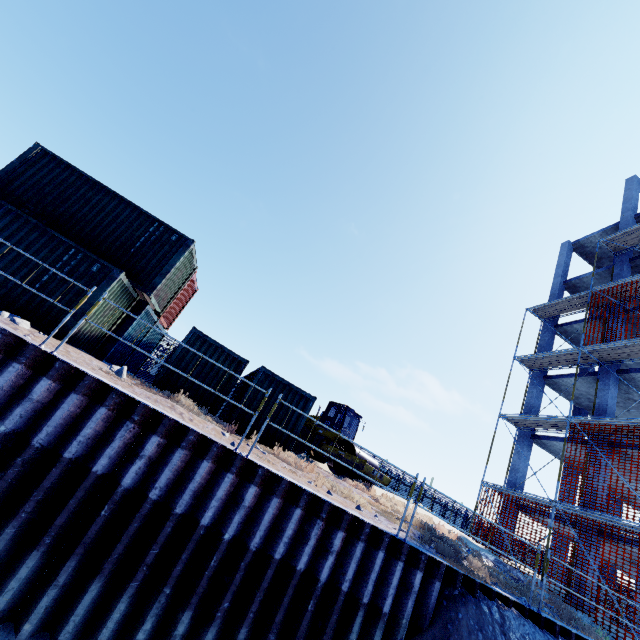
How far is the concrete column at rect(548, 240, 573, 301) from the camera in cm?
2338

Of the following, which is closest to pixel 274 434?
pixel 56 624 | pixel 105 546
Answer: pixel 105 546

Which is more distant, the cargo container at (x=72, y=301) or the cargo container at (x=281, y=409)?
the cargo container at (x=281, y=409)

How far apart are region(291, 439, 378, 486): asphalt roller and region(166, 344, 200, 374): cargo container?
5.77m

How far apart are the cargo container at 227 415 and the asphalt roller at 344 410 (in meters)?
3.80

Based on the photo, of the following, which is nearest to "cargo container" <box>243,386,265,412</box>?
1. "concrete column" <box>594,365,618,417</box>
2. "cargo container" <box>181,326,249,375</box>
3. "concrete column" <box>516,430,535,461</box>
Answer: "cargo container" <box>181,326,249,375</box>

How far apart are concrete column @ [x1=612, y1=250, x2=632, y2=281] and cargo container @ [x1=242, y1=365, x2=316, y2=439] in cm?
1965

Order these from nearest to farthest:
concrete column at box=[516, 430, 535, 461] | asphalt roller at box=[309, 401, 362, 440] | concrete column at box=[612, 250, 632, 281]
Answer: asphalt roller at box=[309, 401, 362, 440], concrete column at box=[516, 430, 535, 461], concrete column at box=[612, 250, 632, 281]
